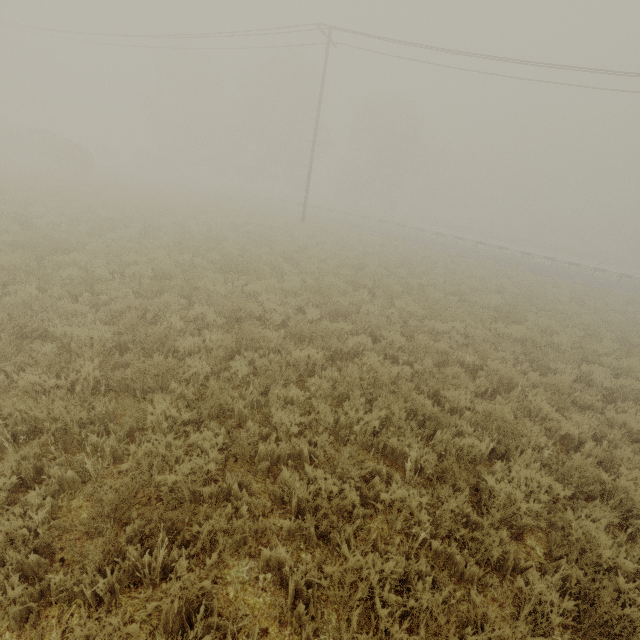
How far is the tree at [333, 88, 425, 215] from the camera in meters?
45.2 m

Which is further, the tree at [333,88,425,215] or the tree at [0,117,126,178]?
the tree at [333,88,425,215]

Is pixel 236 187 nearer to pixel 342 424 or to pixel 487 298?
pixel 487 298

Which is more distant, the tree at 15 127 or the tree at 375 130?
the tree at 375 130

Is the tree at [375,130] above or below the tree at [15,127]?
above

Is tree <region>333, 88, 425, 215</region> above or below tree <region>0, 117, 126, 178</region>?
above
